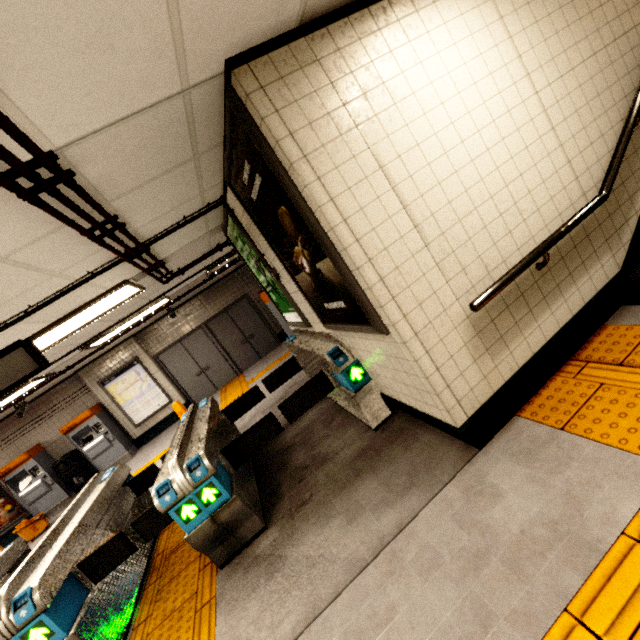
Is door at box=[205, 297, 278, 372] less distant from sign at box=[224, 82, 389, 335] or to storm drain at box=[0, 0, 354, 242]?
storm drain at box=[0, 0, 354, 242]

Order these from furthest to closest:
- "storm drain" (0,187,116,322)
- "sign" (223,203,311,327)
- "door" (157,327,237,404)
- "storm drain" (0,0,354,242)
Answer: "door" (157,327,237,404) → "sign" (223,203,311,327) → "storm drain" (0,187,116,322) → "storm drain" (0,0,354,242)

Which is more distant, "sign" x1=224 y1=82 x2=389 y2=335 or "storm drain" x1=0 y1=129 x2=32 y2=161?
"sign" x1=224 y1=82 x2=389 y2=335

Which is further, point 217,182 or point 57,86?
point 217,182

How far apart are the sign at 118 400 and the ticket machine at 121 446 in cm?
38

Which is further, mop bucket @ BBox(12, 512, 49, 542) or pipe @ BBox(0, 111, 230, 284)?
mop bucket @ BBox(12, 512, 49, 542)

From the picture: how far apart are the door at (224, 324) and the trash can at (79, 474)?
4.9 meters

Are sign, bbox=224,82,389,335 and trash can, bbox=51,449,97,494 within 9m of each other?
no
